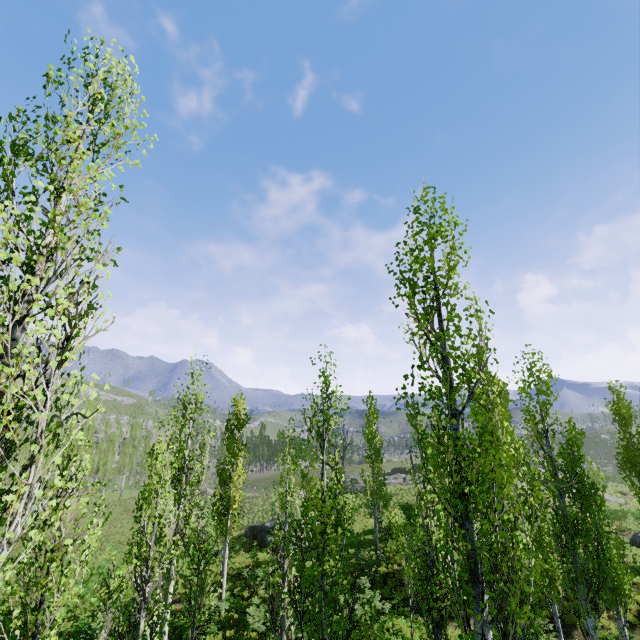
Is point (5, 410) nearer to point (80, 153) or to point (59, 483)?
point (59, 483)

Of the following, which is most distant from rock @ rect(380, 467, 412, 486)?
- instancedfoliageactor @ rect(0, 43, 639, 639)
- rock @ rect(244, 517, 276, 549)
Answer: rock @ rect(244, 517, 276, 549)

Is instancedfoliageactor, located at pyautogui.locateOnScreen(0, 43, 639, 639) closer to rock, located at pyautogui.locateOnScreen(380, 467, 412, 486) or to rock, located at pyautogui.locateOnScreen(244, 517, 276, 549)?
rock, located at pyautogui.locateOnScreen(380, 467, 412, 486)

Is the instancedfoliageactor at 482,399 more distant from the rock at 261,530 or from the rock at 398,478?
the rock at 261,530

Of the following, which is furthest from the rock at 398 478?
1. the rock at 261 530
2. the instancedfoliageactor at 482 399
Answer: the rock at 261 530

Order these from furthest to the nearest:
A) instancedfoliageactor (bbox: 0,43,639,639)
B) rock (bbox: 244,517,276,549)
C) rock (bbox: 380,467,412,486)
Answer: rock (bbox: 380,467,412,486)
rock (bbox: 244,517,276,549)
instancedfoliageactor (bbox: 0,43,639,639)
